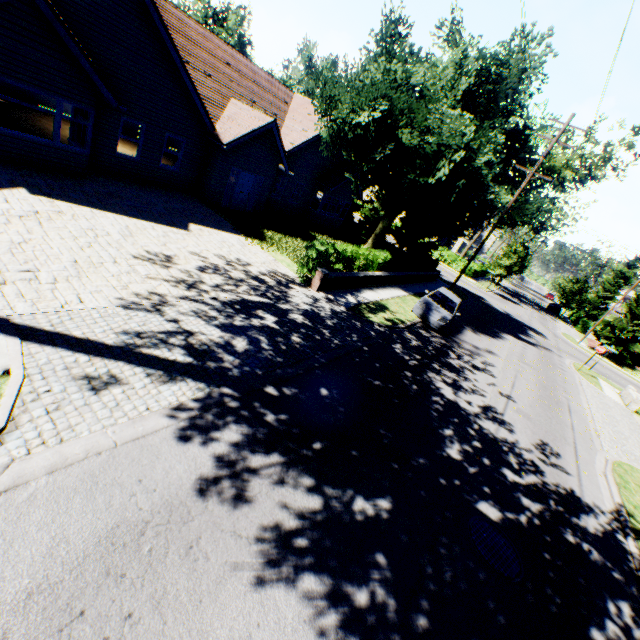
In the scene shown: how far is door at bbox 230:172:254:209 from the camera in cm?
1859

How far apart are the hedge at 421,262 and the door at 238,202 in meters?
8.8 m

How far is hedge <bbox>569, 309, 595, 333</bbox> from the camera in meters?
46.6 m

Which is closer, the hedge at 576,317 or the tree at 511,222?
the tree at 511,222

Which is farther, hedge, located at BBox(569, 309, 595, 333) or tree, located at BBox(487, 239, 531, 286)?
hedge, located at BBox(569, 309, 595, 333)

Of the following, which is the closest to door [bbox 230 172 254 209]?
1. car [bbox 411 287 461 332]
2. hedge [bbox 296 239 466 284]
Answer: hedge [bbox 296 239 466 284]

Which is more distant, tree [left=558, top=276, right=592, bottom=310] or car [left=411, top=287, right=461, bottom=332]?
tree [left=558, top=276, right=592, bottom=310]

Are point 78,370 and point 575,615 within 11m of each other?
yes
